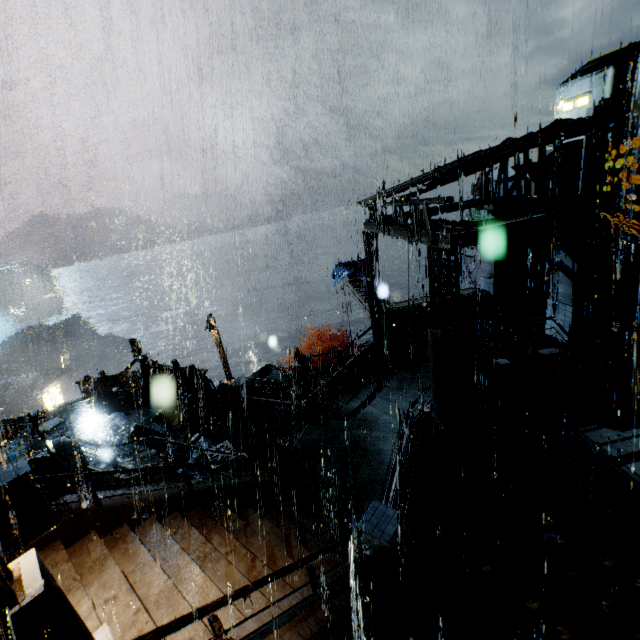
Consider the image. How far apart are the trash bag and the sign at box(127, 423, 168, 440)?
1.7m

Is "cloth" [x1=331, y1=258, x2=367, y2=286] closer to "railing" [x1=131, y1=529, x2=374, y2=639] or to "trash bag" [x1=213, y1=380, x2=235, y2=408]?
Answer: "trash bag" [x1=213, y1=380, x2=235, y2=408]

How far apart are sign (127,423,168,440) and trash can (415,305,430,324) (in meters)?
13.17

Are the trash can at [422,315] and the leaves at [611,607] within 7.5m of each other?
no

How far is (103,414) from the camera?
18.16m

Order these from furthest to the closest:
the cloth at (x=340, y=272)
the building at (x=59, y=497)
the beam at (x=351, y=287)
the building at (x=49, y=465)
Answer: the cloth at (x=340, y=272), the beam at (x=351, y=287), the building at (x=49, y=465), the building at (x=59, y=497)

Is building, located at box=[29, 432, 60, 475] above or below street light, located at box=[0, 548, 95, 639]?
below

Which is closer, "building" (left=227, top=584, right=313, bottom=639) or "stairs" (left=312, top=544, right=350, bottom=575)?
"building" (left=227, top=584, right=313, bottom=639)
